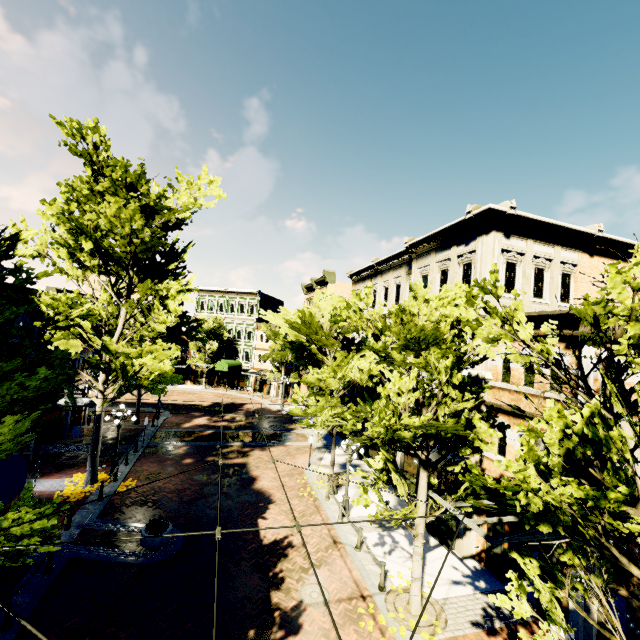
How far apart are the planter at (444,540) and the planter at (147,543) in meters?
10.8

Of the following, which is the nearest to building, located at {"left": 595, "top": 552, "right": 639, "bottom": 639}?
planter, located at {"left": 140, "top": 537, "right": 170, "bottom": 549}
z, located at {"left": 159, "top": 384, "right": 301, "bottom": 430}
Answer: z, located at {"left": 159, "top": 384, "right": 301, "bottom": 430}

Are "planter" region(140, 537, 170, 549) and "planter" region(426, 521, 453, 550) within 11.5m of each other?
yes

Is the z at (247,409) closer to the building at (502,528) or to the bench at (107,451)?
the building at (502,528)

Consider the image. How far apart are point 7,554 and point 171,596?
5.1 meters

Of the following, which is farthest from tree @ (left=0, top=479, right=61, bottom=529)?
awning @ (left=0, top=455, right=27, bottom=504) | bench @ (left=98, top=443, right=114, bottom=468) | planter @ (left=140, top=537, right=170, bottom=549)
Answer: planter @ (left=140, top=537, right=170, bottom=549)

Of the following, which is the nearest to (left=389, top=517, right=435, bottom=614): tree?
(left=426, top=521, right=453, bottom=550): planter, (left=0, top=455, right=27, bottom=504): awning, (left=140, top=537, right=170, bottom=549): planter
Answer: (left=0, top=455, right=27, bottom=504): awning

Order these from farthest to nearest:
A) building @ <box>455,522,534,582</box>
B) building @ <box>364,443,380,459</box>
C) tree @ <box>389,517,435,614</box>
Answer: building @ <box>364,443,380,459</box>, building @ <box>455,522,534,582</box>, tree @ <box>389,517,435,614</box>
